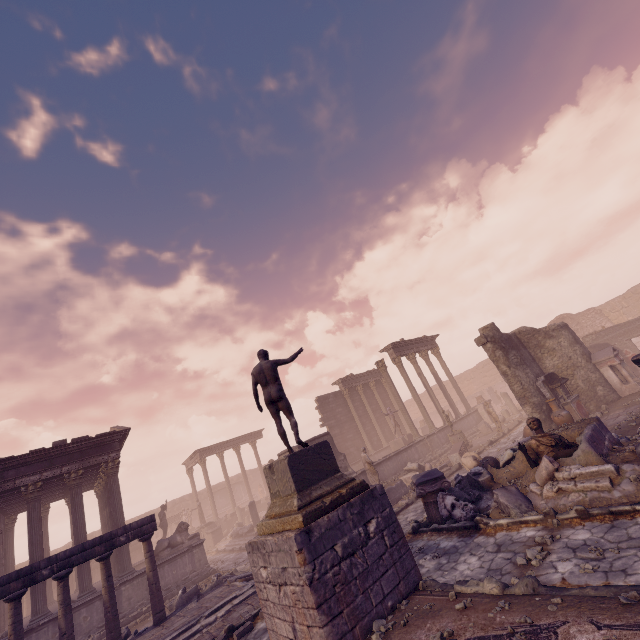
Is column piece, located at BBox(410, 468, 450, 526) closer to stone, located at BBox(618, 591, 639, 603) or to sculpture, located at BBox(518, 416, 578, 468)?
sculpture, located at BBox(518, 416, 578, 468)

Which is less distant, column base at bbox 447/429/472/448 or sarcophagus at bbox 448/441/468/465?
sarcophagus at bbox 448/441/468/465

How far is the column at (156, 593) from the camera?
10.2 meters

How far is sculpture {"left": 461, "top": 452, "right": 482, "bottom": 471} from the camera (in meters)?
12.02

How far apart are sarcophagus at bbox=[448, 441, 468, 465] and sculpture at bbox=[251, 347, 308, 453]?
11.8m

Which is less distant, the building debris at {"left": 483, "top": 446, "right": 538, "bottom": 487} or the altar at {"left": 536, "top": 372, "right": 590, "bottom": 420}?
the building debris at {"left": 483, "top": 446, "right": 538, "bottom": 487}

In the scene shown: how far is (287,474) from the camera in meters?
6.6

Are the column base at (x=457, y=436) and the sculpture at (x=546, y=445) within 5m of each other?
no
